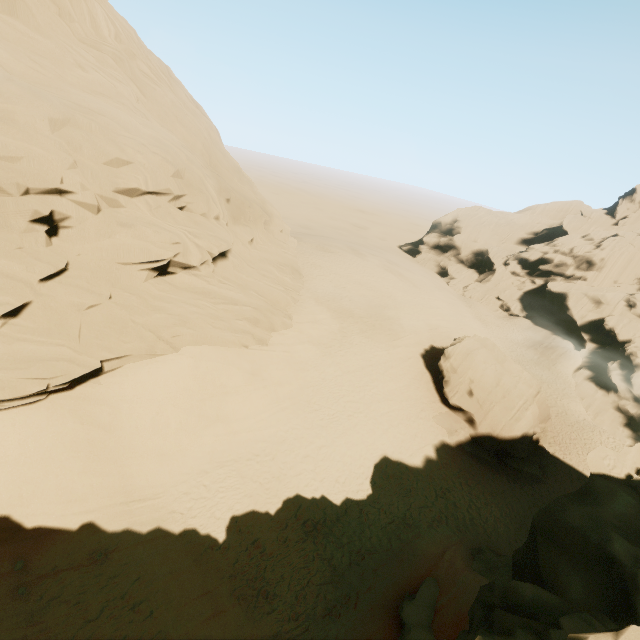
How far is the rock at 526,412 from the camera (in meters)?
23.97

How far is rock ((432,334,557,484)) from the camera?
24.0 meters

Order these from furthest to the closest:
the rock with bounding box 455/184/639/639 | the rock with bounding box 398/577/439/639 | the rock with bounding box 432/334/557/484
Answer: the rock with bounding box 432/334/557/484 → the rock with bounding box 398/577/439/639 → the rock with bounding box 455/184/639/639

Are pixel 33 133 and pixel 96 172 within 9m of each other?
yes

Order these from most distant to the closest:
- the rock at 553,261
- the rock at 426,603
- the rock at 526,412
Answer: the rock at 526,412 → the rock at 426,603 → the rock at 553,261

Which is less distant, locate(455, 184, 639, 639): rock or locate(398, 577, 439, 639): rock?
locate(455, 184, 639, 639): rock

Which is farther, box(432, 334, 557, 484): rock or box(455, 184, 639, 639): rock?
box(432, 334, 557, 484): rock
